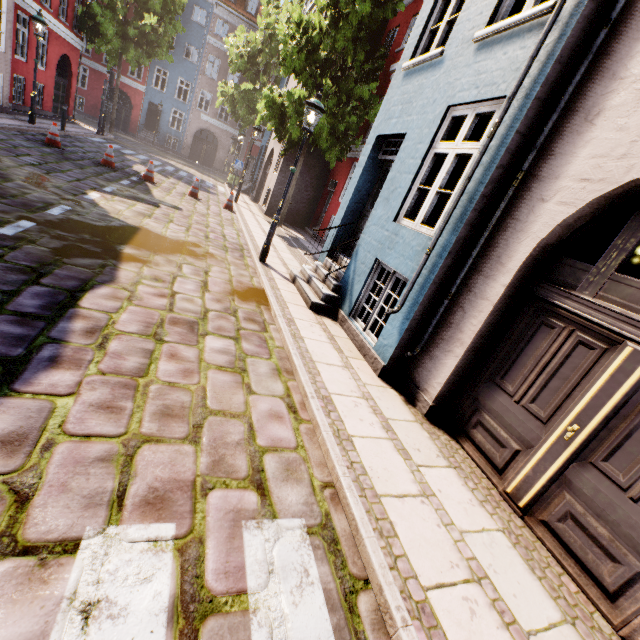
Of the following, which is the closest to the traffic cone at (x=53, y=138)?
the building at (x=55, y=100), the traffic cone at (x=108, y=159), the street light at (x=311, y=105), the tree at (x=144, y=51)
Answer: the traffic cone at (x=108, y=159)

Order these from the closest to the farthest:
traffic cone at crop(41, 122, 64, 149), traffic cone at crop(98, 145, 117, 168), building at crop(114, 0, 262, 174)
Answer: traffic cone at crop(41, 122, 64, 149) → traffic cone at crop(98, 145, 117, 168) → building at crop(114, 0, 262, 174)

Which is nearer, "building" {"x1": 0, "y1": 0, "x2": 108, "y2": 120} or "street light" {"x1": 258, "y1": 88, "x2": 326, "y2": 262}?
"street light" {"x1": 258, "y1": 88, "x2": 326, "y2": 262}

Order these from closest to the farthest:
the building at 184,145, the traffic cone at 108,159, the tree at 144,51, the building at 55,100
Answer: the traffic cone at 108,159 → the building at 55,100 → the tree at 144,51 → the building at 184,145

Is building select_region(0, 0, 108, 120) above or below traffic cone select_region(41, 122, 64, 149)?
above

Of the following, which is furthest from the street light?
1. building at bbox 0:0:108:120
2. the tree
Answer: the tree

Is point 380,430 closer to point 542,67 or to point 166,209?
point 542,67
